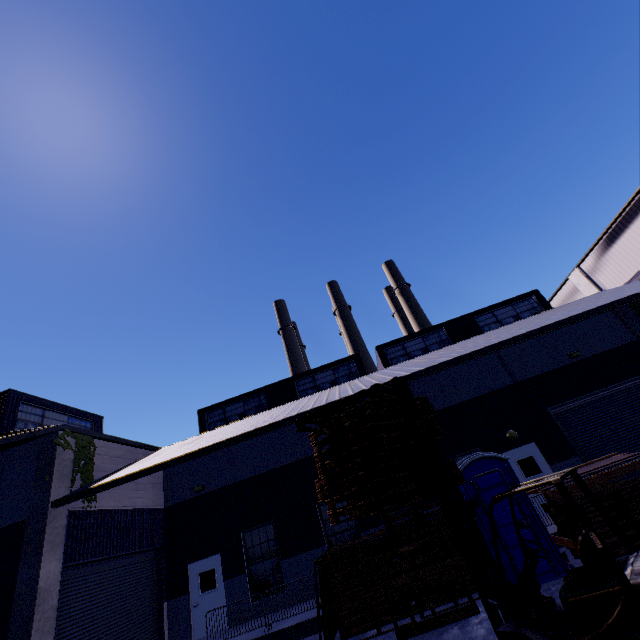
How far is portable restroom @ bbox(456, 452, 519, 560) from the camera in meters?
8.2 m

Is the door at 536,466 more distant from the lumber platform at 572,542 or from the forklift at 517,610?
the forklift at 517,610

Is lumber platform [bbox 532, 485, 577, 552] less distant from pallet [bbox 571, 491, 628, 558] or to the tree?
pallet [bbox 571, 491, 628, 558]

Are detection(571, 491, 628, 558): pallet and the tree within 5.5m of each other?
no

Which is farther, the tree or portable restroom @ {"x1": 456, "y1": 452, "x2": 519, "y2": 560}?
the tree

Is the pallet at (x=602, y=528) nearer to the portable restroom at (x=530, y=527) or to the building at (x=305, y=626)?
the portable restroom at (x=530, y=527)

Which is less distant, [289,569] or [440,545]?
[440,545]
